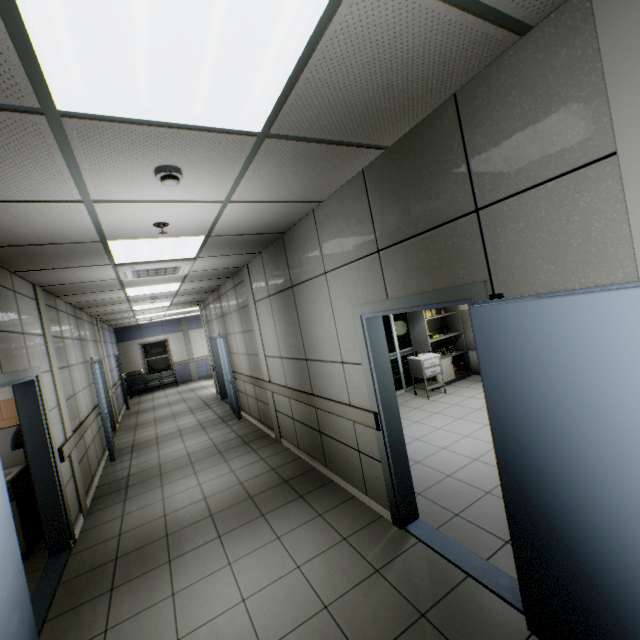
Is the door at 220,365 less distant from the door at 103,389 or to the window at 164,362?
the door at 103,389

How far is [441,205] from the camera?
2.09m

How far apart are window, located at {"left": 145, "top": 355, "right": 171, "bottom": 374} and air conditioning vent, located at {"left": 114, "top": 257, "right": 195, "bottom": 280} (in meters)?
12.18

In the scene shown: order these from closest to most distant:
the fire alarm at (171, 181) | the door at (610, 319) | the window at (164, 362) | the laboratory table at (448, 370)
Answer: the door at (610, 319) < the fire alarm at (171, 181) < the laboratory table at (448, 370) < the window at (164, 362)

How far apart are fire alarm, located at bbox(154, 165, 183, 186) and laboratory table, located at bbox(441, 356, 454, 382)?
6.4 meters

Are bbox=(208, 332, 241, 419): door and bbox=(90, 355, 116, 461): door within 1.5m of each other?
no

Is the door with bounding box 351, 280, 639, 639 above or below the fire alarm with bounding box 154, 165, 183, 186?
below

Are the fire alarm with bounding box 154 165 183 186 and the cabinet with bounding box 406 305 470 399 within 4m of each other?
no
